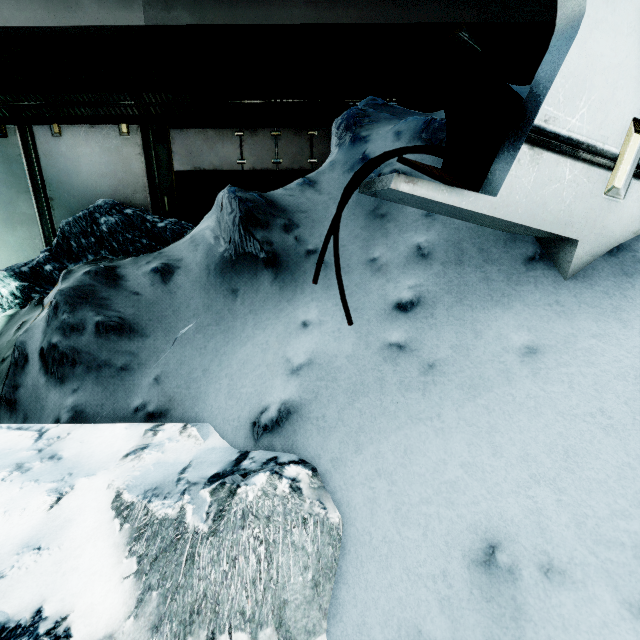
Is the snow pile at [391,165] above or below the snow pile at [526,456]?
above

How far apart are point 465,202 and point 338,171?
1.8m

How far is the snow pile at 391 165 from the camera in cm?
199

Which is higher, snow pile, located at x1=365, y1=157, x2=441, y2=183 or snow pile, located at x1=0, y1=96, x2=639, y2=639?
snow pile, located at x1=365, y1=157, x2=441, y2=183

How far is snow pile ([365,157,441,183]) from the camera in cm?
199

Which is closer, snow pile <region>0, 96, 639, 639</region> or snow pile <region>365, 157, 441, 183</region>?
snow pile <region>0, 96, 639, 639</region>
